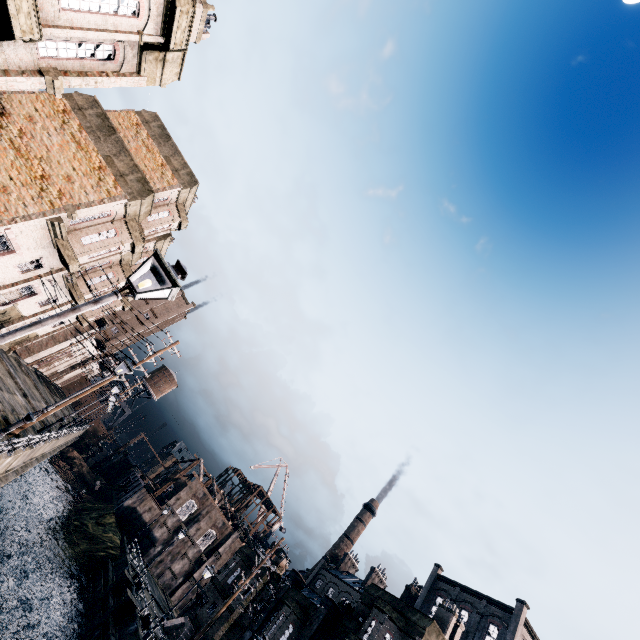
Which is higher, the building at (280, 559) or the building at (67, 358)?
the building at (280, 559)

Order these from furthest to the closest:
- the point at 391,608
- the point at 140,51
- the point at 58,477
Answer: the point at 58,477, the point at 391,608, the point at 140,51

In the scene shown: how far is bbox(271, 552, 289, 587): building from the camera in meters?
33.2

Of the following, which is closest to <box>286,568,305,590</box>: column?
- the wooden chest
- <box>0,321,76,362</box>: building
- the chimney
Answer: the wooden chest

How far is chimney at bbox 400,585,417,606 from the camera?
58.53m

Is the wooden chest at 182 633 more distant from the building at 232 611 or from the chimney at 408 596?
the chimney at 408 596

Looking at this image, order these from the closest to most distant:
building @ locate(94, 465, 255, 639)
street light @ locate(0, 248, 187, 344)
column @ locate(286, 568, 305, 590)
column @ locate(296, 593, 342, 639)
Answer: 1. street light @ locate(0, 248, 187, 344)
2. column @ locate(296, 593, 342, 639)
3. column @ locate(286, 568, 305, 590)
4. building @ locate(94, 465, 255, 639)

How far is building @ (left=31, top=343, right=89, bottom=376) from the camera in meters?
47.9
